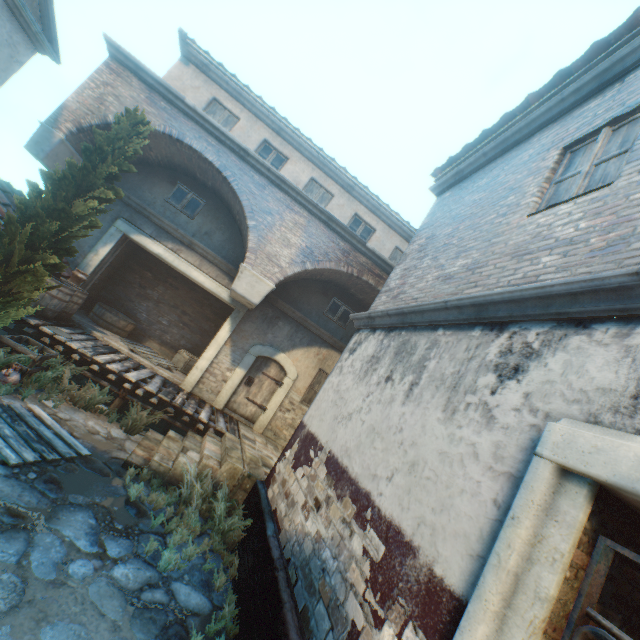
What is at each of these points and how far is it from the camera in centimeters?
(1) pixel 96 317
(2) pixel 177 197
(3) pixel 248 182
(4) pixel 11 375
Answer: (1) cask, 1041cm
(2) window, 1008cm
(3) building, 876cm
(4) ceramic pot, 599cm

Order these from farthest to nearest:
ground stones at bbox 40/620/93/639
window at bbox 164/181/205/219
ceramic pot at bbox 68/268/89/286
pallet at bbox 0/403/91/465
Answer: window at bbox 164/181/205/219
ceramic pot at bbox 68/268/89/286
pallet at bbox 0/403/91/465
ground stones at bbox 40/620/93/639

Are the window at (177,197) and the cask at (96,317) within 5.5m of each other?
yes

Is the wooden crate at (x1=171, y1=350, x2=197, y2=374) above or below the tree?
below

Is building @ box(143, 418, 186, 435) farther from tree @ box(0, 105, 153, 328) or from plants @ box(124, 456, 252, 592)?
plants @ box(124, 456, 252, 592)

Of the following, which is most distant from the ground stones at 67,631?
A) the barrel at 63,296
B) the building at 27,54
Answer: the building at 27,54

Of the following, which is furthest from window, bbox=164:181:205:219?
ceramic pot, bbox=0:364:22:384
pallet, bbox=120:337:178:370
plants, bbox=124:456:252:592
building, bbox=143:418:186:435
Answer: plants, bbox=124:456:252:592

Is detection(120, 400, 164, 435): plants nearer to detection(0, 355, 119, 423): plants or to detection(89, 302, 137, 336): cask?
detection(0, 355, 119, 423): plants
